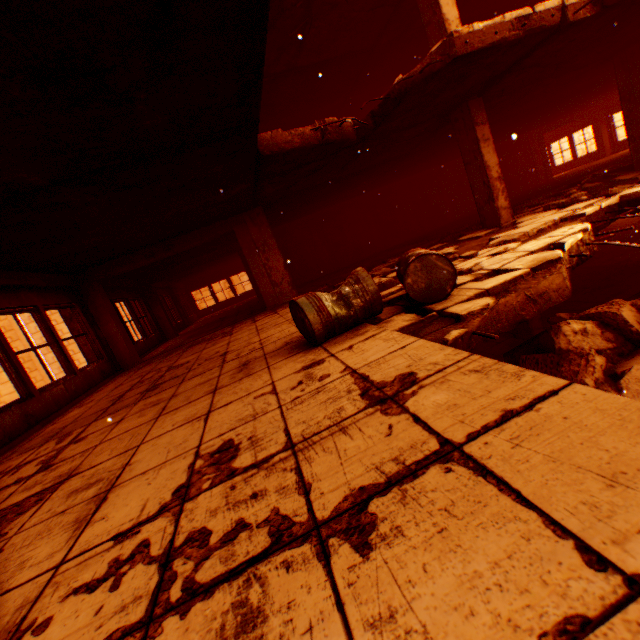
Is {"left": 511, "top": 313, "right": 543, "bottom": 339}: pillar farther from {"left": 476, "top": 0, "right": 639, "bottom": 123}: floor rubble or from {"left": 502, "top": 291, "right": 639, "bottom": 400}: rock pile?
{"left": 476, "top": 0, "right": 639, "bottom": 123}: floor rubble

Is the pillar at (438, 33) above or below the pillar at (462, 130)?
above

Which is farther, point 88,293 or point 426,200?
point 426,200

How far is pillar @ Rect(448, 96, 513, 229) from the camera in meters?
6.9

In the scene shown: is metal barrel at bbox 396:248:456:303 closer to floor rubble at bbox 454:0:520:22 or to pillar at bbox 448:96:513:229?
pillar at bbox 448:96:513:229

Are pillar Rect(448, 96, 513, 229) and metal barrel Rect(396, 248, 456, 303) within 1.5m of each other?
no

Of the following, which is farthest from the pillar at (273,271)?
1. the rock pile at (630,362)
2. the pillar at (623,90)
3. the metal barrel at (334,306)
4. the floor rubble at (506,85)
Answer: the pillar at (623,90)

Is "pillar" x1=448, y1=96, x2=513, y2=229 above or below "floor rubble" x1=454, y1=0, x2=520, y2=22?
below
